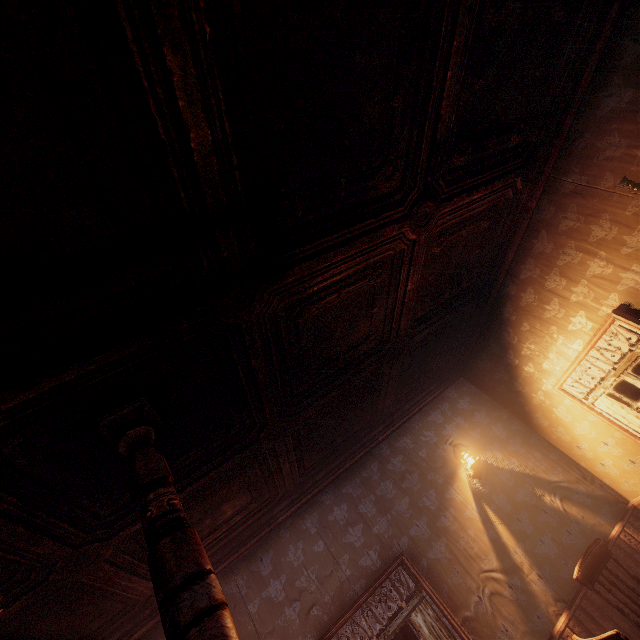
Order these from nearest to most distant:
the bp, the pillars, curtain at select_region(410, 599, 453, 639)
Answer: the pillars
curtain at select_region(410, 599, 453, 639)
the bp

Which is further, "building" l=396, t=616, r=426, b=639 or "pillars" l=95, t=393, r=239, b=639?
"building" l=396, t=616, r=426, b=639

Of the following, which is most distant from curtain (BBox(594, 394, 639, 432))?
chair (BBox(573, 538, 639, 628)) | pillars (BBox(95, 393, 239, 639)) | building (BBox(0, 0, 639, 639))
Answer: pillars (BBox(95, 393, 239, 639))

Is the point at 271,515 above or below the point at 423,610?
above

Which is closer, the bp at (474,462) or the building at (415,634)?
the building at (415,634)

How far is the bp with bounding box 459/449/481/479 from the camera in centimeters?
496cm

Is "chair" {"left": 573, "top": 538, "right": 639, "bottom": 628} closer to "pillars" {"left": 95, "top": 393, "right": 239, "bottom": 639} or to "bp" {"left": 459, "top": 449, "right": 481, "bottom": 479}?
"bp" {"left": 459, "top": 449, "right": 481, "bottom": 479}

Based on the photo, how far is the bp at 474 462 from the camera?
5.0 meters
